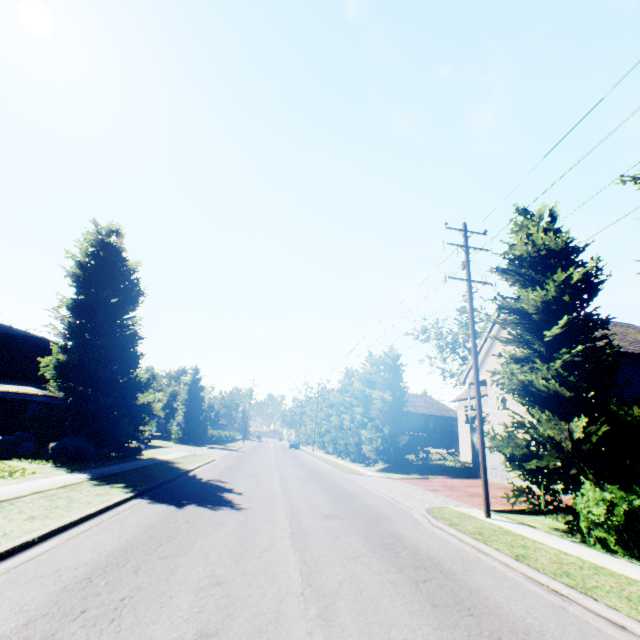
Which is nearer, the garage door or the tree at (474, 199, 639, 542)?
the tree at (474, 199, 639, 542)

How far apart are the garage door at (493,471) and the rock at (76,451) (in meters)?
23.09

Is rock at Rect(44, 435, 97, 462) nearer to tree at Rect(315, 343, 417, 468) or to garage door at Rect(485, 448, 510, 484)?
tree at Rect(315, 343, 417, 468)

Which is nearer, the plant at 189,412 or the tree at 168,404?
the plant at 189,412

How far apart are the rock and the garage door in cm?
2309

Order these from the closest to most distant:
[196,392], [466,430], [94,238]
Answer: [94,238]
[466,430]
[196,392]

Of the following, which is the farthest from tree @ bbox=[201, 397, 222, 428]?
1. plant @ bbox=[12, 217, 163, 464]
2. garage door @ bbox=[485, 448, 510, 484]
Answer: garage door @ bbox=[485, 448, 510, 484]

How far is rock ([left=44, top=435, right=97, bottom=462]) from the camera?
14.77m
